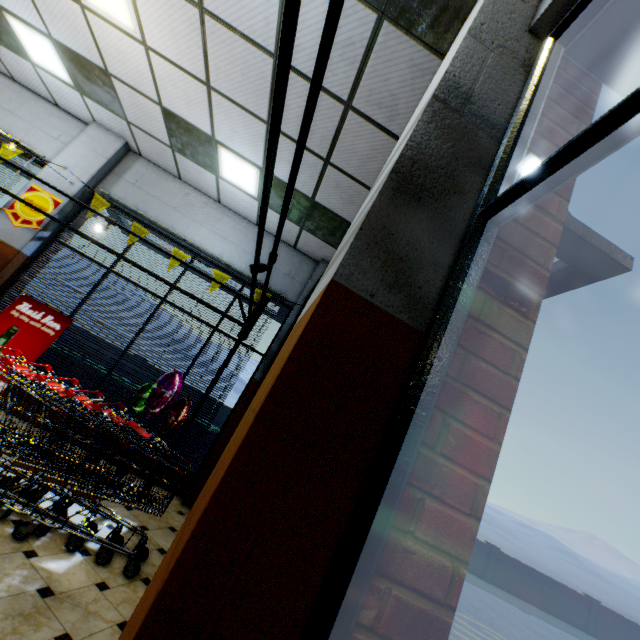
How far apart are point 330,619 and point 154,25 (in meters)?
5.48

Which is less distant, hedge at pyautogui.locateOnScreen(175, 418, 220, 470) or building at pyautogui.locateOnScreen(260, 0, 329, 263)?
building at pyautogui.locateOnScreen(260, 0, 329, 263)

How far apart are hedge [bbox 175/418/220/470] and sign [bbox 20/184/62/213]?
4.3m

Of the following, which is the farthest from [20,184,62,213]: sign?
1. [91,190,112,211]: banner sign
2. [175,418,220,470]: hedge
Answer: [175,418,220,470]: hedge

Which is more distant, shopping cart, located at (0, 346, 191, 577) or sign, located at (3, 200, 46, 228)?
sign, located at (3, 200, 46, 228)

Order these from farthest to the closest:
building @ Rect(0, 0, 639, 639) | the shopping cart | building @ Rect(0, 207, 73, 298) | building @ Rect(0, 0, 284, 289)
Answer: building @ Rect(0, 207, 73, 298), building @ Rect(0, 0, 284, 289), the shopping cart, building @ Rect(0, 0, 639, 639)

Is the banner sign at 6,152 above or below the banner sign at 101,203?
below

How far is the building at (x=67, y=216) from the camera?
5.6m
